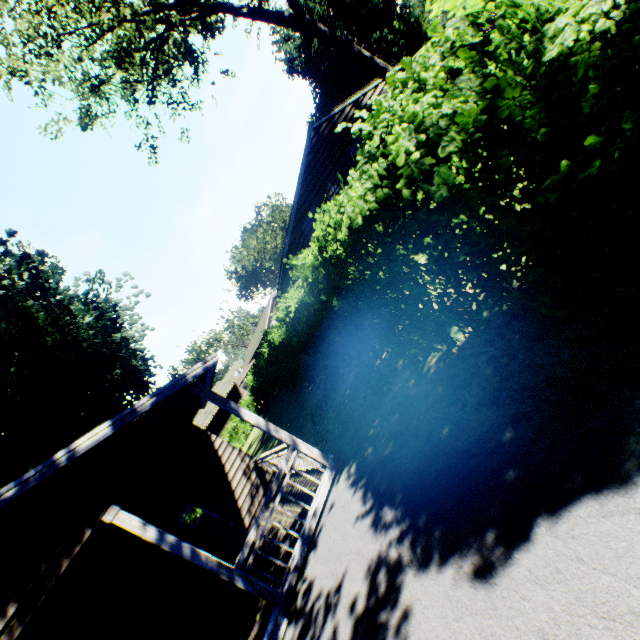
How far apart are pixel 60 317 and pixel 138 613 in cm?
1508

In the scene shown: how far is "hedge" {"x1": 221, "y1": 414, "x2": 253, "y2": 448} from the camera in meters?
30.3 m

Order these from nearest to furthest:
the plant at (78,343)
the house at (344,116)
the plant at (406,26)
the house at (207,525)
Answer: the house at (207,525), the plant at (406,26), the plant at (78,343), the house at (344,116)

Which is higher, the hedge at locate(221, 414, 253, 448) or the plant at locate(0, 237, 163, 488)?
the plant at locate(0, 237, 163, 488)

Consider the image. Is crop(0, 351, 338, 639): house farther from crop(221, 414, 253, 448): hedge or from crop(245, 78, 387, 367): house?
crop(245, 78, 387, 367): house

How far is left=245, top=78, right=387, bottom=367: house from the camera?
16.0 meters

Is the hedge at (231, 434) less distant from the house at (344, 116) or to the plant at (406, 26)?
the plant at (406, 26)

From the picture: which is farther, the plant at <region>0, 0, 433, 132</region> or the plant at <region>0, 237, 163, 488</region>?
the plant at <region>0, 237, 163, 488</region>
